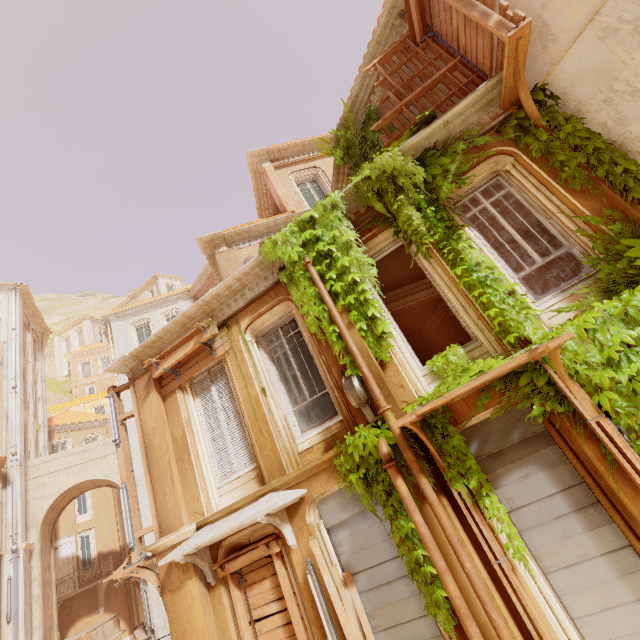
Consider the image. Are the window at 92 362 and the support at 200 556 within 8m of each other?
no

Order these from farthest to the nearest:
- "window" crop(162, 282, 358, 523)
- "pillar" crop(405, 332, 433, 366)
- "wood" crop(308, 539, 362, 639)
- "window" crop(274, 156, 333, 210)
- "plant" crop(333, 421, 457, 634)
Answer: "pillar" crop(405, 332, 433, 366)
"window" crop(274, 156, 333, 210)
"window" crop(162, 282, 358, 523)
"wood" crop(308, 539, 362, 639)
"plant" crop(333, 421, 457, 634)

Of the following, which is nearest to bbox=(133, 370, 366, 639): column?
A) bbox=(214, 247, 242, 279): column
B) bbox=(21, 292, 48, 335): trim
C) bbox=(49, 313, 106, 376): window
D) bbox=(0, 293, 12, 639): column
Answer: bbox=(214, 247, 242, 279): column

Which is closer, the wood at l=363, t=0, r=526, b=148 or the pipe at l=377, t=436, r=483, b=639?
the pipe at l=377, t=436, r=483, b=639

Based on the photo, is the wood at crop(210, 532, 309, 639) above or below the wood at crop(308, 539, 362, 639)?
above

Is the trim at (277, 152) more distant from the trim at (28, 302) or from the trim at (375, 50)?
the trim at (28, 302)

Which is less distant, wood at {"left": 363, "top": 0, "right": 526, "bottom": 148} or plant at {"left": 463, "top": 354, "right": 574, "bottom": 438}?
plant at {"left": 463, "top": 354, "right": 574, "bottom": 438}

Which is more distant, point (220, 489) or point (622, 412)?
point (220, 489)
